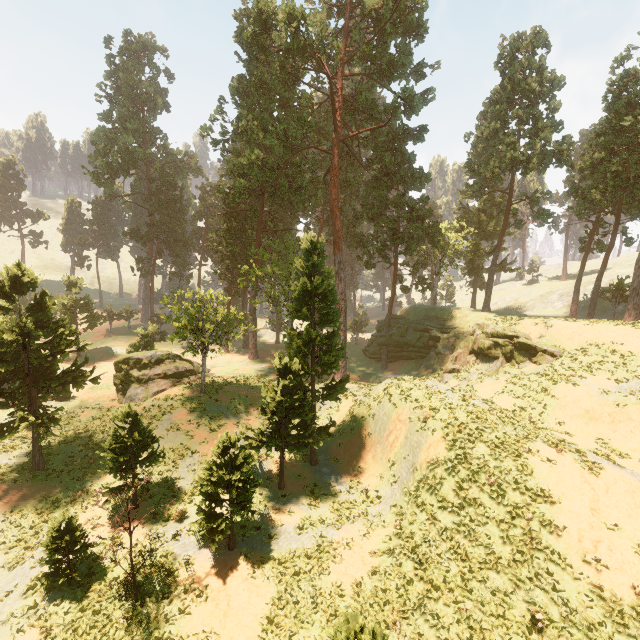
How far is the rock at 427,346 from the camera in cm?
2664

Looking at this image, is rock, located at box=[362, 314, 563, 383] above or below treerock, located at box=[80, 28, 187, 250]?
below

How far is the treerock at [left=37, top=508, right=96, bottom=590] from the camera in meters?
13.3

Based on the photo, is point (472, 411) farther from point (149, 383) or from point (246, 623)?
point (149, 383)

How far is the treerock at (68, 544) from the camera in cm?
1329

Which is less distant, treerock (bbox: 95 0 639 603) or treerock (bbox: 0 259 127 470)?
treerock (bbox: 0 259 127 470)

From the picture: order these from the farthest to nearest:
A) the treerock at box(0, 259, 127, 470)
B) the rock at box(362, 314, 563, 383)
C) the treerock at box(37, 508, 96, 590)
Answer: the rock at box(362, 314, 563, 383) → the treerock at box(0, 259, 127, 470) → the treerock at box(37, 508, 96, 590)

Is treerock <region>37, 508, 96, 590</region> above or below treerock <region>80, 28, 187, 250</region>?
below
